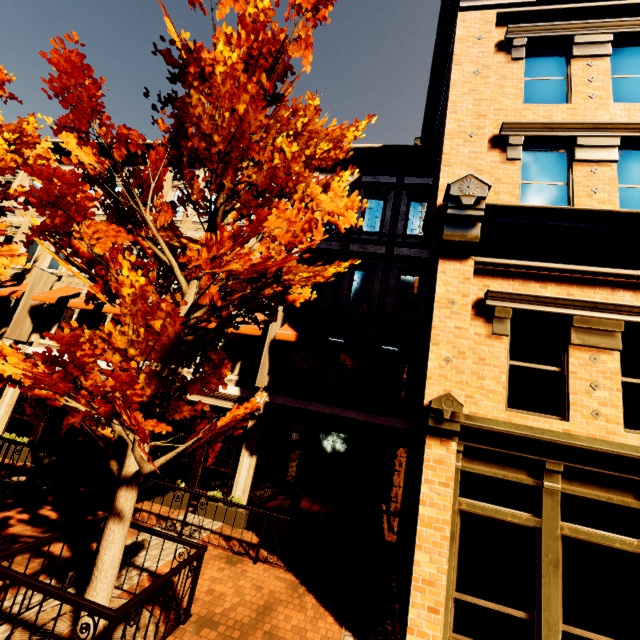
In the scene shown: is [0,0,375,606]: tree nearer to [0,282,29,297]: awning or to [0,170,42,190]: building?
[0,170,42,190]: building

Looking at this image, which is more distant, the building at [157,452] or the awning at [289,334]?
the building at [157,452]

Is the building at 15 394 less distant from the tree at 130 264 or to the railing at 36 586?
the tree at 130 264

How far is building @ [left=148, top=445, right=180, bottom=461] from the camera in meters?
10.7

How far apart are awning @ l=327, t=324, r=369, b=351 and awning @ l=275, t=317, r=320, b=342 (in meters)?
0.52

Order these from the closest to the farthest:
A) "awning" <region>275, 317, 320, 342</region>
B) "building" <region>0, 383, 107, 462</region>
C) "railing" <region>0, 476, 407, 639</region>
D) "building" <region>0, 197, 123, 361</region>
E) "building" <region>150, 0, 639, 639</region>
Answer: "railing" <region>0, 476, 407, 639</region>
"building" <region>150, 0, 639, 639</region>
"awning" <region>275, 317, 320, 342</region>
"building" <region>0, 383, 107, 462</region>
"building" <region>0, 197, 123, 361</region>

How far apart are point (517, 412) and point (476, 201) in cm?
402

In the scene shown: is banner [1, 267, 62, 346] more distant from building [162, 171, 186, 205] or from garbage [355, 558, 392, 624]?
garbage [355, 558, 392, 624]
